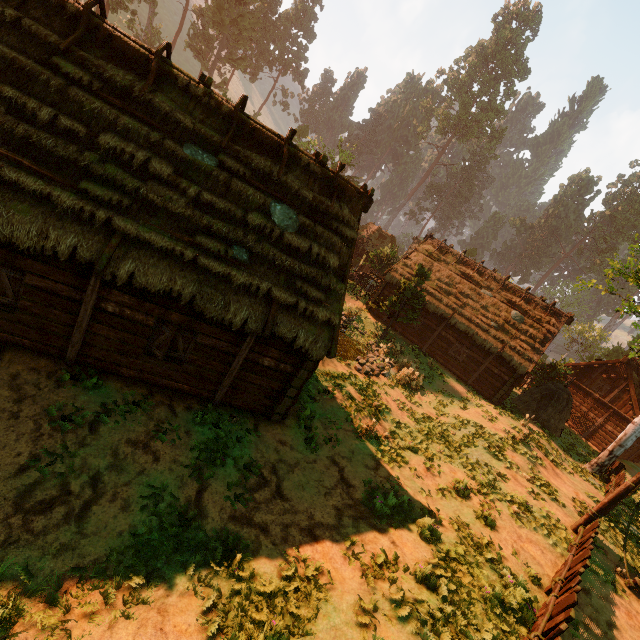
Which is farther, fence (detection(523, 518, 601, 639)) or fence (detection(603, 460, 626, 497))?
fence (detection(603, 460, 626, 497))

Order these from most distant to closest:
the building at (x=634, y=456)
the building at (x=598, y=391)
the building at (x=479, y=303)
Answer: the building at (x=634, y=456), the building at (x=598, y=391), the building at (x=479, y=303)

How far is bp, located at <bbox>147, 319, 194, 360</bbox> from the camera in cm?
865

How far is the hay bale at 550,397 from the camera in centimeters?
2139cm

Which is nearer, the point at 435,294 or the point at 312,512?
the point at 312,512

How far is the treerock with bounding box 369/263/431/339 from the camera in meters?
22.7

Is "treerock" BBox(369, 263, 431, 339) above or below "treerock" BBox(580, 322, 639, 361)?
below

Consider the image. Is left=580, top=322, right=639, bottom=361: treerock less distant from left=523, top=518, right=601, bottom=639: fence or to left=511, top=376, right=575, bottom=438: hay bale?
left=511, top=376, right=575, bottom=438: hay bale
